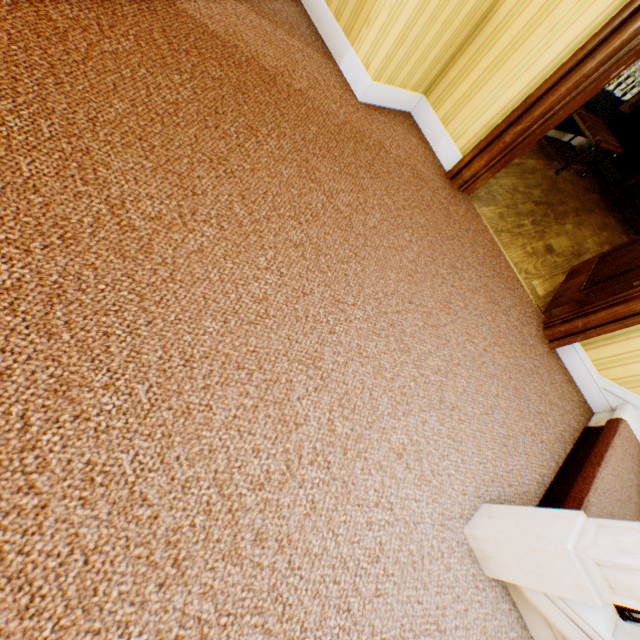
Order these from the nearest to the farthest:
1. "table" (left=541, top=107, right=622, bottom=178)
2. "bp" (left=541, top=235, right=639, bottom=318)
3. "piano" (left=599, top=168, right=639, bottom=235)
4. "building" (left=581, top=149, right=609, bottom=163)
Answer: "bp" (left=541, top=235, right=639, bottom=318)
"table" (left=541, top=107, right=622, bottom=178)
"piano" (left=599, top=168, right=639, bottom=235)
"building" (left=581, top=149, right=609, bottom=163)

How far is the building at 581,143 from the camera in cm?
556

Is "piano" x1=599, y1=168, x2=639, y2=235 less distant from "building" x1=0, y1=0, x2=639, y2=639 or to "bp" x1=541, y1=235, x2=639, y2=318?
"building" x1=0, y1=0, x2=639, y2=639

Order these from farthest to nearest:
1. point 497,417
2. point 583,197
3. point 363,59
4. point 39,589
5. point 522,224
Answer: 1. point 583,197
2. point 522,224
3. point 363,59
4. point 497,417
5. point 39,589

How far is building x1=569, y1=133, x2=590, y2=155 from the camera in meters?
5.6 m

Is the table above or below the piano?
above

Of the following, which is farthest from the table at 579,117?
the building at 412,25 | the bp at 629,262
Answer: Result: the bp at 629,262
